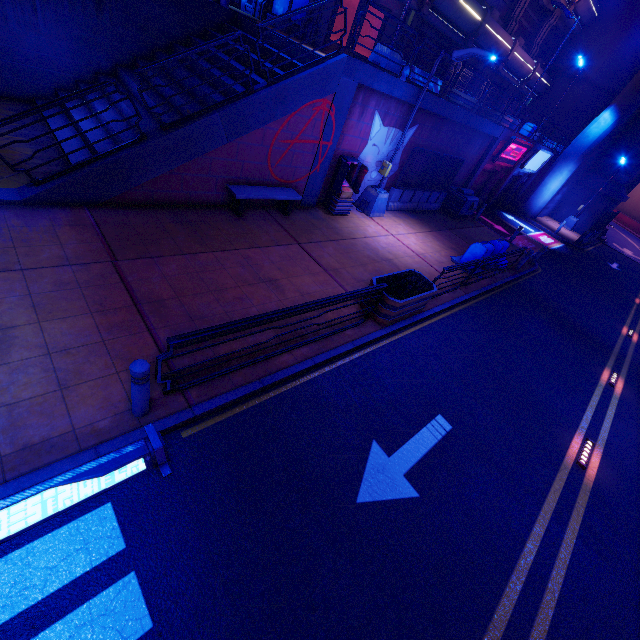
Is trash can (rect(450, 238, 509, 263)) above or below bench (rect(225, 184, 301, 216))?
above

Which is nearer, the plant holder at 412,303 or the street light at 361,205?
the plant holder at 412,303

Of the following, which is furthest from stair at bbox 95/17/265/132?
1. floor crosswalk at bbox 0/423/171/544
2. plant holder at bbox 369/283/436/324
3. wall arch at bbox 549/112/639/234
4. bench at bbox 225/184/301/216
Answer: wall arch at bbox 549/112/639/234

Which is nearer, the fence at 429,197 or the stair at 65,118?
the stair at 65,118

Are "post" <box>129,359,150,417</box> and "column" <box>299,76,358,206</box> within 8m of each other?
no

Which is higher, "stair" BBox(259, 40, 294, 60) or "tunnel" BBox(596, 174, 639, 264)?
"stair" BBox(259, 40, 294, 60)

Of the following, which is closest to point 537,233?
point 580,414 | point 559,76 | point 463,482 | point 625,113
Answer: point 625,113

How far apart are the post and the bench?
6.5 meters
